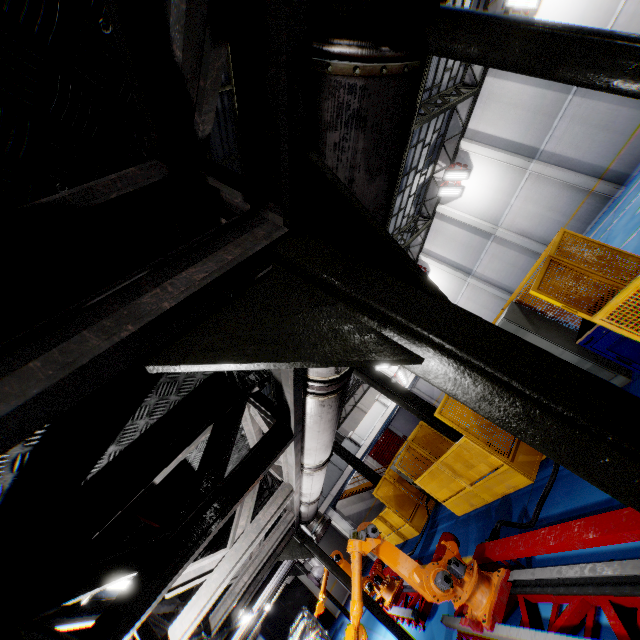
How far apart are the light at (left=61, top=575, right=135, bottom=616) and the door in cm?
3308

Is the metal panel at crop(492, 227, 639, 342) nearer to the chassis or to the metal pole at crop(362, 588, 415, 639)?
the metal pole at crop(362, 588, 415, 639)

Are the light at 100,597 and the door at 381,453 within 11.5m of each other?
no

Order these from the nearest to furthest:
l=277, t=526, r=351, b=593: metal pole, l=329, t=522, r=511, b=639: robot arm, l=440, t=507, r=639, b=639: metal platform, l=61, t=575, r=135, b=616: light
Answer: l=61, t=575, r=135, b=616: light, l=440, t=507, r=639, b=639: metal platform, l=329, t=522, r=511, b=639: robot arm, l=277, t=526, r=351, b=593: metal pole

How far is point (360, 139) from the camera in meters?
1.0

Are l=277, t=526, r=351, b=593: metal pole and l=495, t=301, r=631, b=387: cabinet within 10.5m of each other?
yes

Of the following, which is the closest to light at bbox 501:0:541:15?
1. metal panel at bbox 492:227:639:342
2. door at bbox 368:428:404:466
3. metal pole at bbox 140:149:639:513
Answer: metal panel at bbox 492:227:639:342

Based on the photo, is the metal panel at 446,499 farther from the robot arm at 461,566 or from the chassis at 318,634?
the chassis at 318,634
